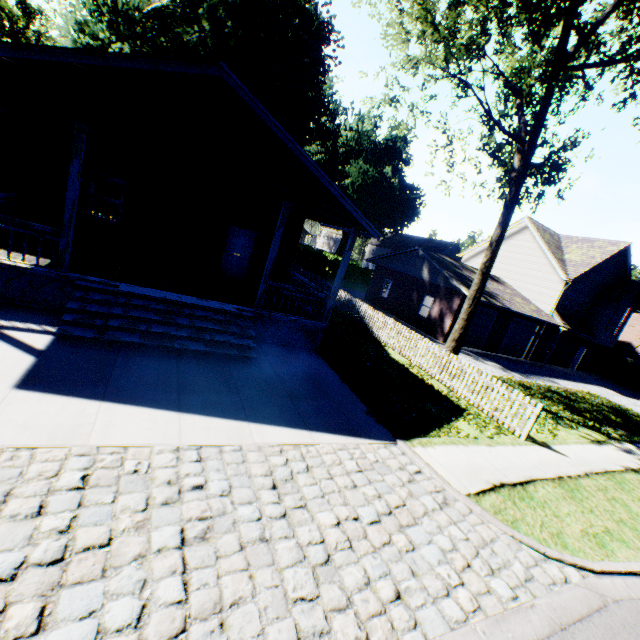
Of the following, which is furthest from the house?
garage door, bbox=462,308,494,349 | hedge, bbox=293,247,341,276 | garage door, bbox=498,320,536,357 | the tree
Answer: garage door, bbox=498,320,536,357

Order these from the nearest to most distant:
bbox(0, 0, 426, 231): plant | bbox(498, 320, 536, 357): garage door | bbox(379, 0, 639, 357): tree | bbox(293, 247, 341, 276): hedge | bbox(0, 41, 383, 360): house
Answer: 1. bbox(0, 41, 383, 360): house
2. bbox(379, 0, 639, 357): tree
3. bbox(0, 0, 426, 231): plant
4. bbox(498, 320, 536, 357): garage door
5. bbox(293, 247, 341, 276): hedge

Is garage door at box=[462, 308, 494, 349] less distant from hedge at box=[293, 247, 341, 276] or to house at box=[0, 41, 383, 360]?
house at box=[0, 41, 383, 360]

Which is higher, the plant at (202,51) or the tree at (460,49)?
the plant at (202,51)

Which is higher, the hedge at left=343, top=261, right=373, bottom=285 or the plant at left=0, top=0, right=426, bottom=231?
the plant at left=0, top=0, right=426, bottom=231

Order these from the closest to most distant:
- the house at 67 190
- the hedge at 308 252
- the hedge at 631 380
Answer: the house at 67 190 < the hedge at 631 380 < the hedge at 308 252

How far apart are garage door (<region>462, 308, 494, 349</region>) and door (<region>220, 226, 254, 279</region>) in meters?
14.4 m

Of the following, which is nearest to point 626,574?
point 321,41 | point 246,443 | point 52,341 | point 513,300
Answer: point 246,443
